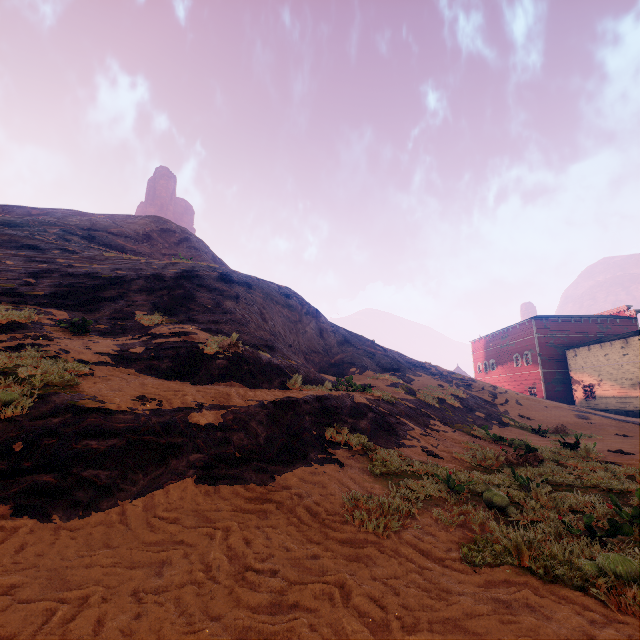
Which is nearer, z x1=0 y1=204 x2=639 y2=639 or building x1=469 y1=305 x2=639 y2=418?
z x1=0 y1=204 x2=639 y2=639

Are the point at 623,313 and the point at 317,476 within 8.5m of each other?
no

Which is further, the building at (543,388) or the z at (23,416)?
the building at (543,388)
